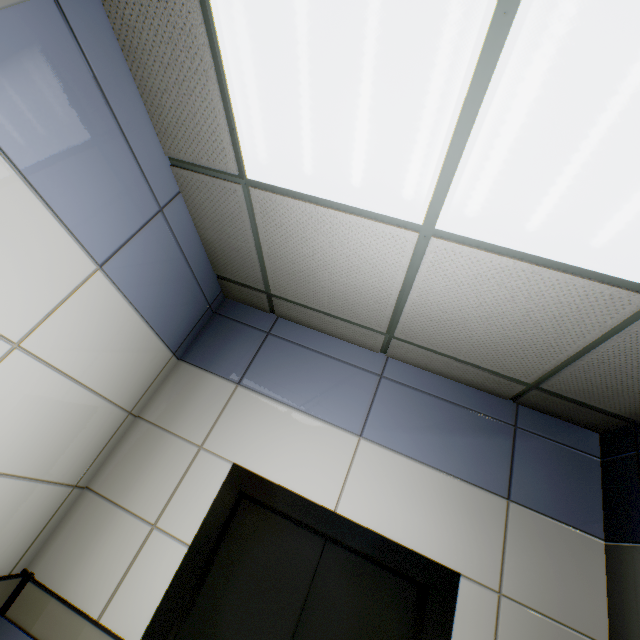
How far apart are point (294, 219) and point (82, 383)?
1.51m
